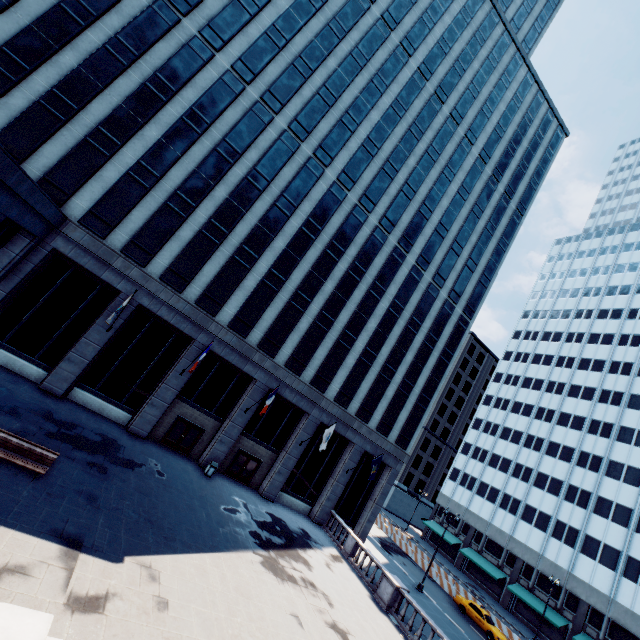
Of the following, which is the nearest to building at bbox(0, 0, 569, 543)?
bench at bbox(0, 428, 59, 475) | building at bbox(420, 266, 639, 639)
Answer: bench at bbox(0, 428, 59, 475)

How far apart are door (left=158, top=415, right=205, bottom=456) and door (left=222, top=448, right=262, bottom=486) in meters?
3.0 m

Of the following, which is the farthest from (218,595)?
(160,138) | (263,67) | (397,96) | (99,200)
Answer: (397,96)

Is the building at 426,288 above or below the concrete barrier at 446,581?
above

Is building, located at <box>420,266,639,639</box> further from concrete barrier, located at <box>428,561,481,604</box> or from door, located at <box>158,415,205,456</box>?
door, located at <box>158,415,205,456</box>

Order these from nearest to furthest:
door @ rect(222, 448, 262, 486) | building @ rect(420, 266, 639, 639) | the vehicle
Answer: door @ rect(222, 448, 262, 486) < the vehicle < building @ rect(420, 266, 639, 639)

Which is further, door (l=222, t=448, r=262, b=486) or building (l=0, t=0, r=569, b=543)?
door (l=222, t=448, r=262, b=486)

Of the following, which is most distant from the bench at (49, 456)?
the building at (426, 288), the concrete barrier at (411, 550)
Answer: the concrete barrier at (411, 550)
